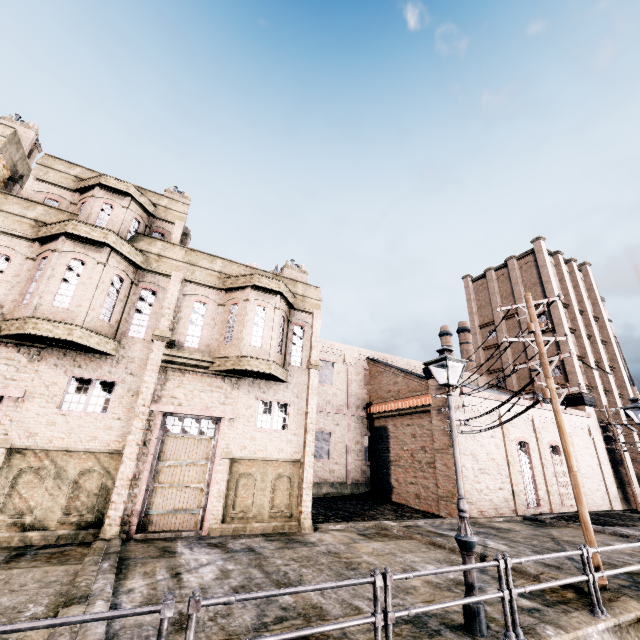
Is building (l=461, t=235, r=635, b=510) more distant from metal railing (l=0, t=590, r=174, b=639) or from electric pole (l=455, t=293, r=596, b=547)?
metal railing (l=0, t=590, r=174, b=639)

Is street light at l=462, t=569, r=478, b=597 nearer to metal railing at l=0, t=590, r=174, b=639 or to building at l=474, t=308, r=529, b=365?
metal railing at l=0, t=590, r=174, b=639

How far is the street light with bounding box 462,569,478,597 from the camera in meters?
6.5

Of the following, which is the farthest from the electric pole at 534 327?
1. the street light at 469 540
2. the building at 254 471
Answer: the street light at 469 540

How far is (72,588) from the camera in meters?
7.0 m

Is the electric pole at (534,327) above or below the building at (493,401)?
below

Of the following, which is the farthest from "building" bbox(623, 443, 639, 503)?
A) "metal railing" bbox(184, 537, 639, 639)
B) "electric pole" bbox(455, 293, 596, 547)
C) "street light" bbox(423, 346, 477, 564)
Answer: "metal railing" bbox(184, 537, 639, 639)

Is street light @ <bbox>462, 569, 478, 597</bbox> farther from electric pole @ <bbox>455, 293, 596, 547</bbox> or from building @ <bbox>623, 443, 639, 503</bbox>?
A: building @ <bbox>623, 443, 639, 503</bbox>
